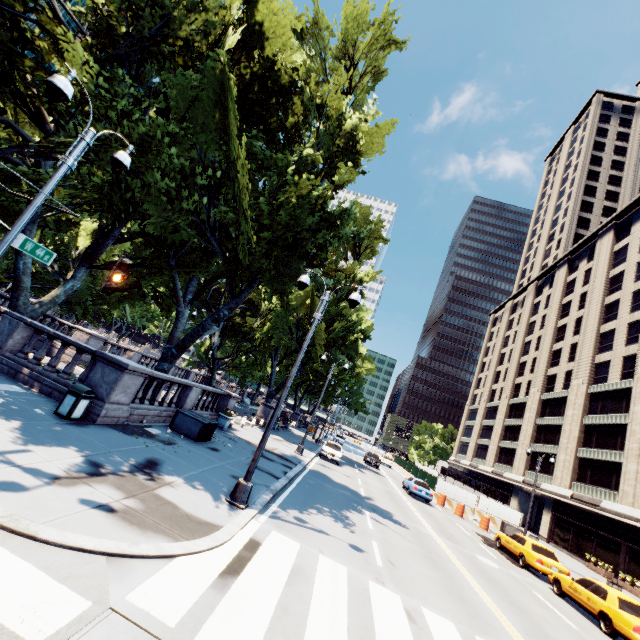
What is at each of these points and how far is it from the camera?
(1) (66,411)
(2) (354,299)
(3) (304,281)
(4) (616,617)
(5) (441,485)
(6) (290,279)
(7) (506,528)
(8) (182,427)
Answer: (1) garbage can, 9.6m
(2) light, 10.5m
(3) light, 10.9m
(4) vehicle, 11.7m
(5) fence, 31.0m
(6) tree, 14.6m
(7) container, 28.2m
(8) container, 13.9m

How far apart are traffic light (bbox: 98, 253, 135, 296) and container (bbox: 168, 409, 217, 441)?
8.80m

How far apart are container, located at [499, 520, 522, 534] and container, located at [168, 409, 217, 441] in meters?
28.0

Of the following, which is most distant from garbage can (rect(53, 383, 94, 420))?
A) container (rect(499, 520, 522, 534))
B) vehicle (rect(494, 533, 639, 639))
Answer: container (rect(499, 520, 522, 534))

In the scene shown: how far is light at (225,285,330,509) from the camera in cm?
895

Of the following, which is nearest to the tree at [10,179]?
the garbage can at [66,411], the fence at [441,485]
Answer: the garbage can at [66,411]

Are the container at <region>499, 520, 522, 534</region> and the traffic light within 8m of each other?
no

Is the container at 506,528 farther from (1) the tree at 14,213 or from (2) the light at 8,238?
(2) the light at 8,238
